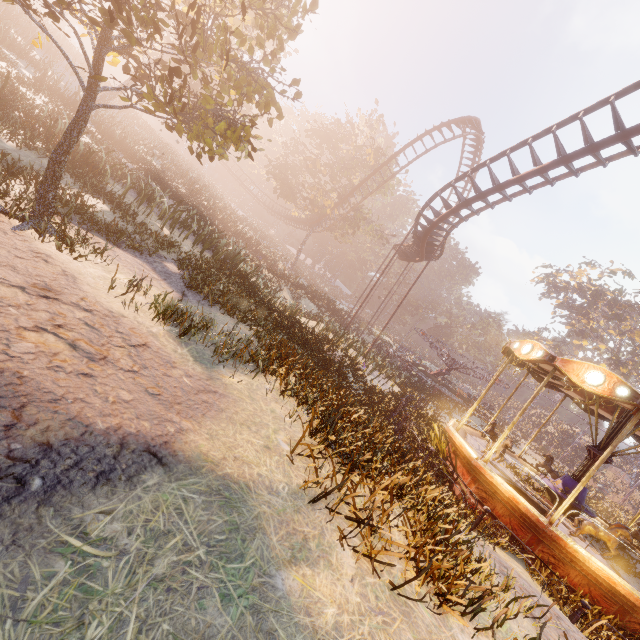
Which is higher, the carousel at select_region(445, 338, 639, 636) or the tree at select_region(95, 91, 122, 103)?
the tree at select_region(95, 91, 122, 103)

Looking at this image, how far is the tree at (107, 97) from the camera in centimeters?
2172cm

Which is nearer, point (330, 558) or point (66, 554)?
point (66, 554)

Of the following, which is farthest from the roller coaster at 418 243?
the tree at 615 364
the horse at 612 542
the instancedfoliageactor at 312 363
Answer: the tree at 615 364

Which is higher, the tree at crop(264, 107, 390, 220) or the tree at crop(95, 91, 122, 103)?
the tree at crop(264, 107, 390, 220)

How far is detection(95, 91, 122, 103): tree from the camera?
21.7m
